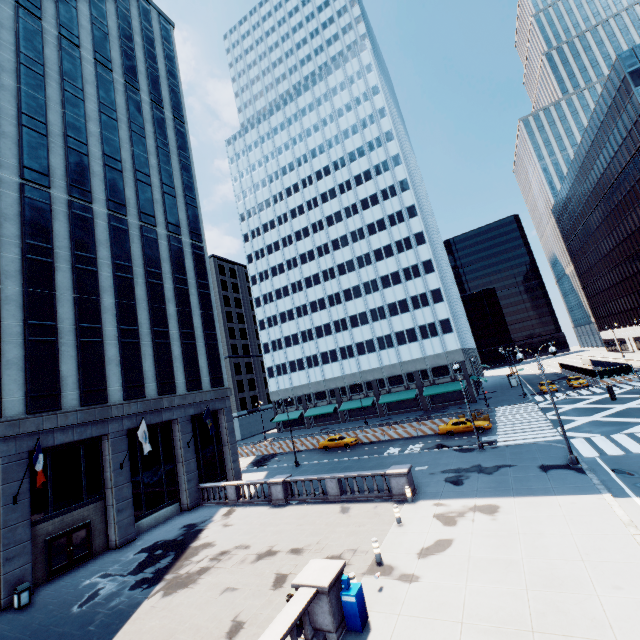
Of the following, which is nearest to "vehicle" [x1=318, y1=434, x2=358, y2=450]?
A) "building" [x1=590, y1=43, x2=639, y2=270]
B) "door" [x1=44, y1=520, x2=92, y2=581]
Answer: "door" [x1=44, y1=520, x2=92, y2=581]

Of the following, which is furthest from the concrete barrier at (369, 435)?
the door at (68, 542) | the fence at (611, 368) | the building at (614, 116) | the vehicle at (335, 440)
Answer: the building at (614, 116)

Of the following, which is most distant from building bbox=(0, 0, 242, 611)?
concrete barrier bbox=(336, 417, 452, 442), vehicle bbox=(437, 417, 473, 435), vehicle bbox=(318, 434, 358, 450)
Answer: vehicle bbox=(437, 417, 473, 435)

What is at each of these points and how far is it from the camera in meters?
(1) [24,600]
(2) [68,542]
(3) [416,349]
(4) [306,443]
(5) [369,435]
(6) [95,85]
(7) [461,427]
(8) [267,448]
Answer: (1) garbage can, 16.9
(2) door, 20.7
(3) building, 56.9
(4) concrete barrier, 44.8
(5) concrete barrier, 40.5
(6) building, 31.4
(7) vehicle, 33.4
(8) concrete barrier, 47.8

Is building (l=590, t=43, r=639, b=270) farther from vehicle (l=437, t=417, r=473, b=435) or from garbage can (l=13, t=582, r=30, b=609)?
garbage can (l=13, t=582, r=30, b=609)

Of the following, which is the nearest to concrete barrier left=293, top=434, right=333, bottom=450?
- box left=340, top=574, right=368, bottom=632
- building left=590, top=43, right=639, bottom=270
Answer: box left=340, top=574, right=368, bottom=632

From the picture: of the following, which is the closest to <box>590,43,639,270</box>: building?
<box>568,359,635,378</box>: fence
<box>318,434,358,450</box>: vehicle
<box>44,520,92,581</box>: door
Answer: <box>568,359,635,378</box>: fence

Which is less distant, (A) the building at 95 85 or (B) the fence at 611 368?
(A) the building at 95 85
